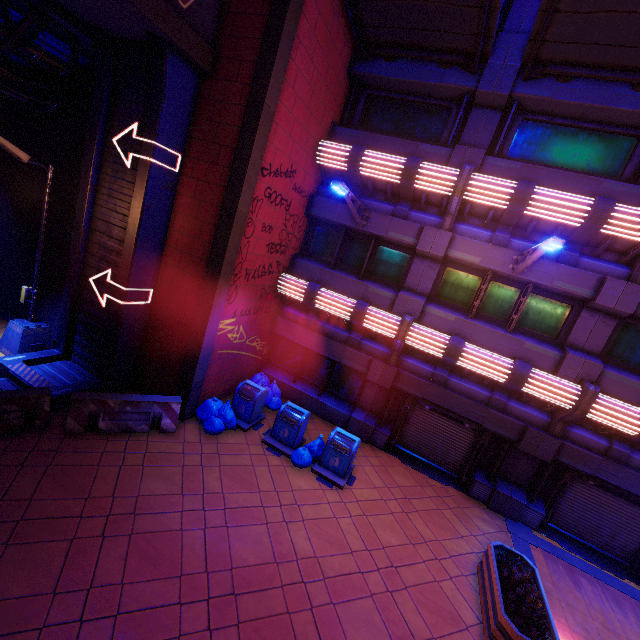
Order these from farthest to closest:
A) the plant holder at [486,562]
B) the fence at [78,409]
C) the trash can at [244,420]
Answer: the trash can at [244,420] < the fence at [78,409] < the plant holder at [486,562]

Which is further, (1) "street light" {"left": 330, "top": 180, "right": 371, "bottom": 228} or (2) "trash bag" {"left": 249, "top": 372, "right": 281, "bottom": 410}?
(2) "trash bag" {"left": 249, "top": 372, "right": 281, "bottom": 410}

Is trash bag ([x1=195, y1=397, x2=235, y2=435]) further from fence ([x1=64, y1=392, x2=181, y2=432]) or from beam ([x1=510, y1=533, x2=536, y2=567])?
beam ([x1=510, y1=533, x2=536, y2=567])

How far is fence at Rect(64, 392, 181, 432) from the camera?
7.7 meters

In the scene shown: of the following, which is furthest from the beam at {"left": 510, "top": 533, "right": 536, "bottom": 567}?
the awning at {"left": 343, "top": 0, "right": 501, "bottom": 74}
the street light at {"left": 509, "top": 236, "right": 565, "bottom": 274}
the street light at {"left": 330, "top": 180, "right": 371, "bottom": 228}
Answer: the awning at {"left": 343, "top": 0, "right": 501, "bottom": 74}

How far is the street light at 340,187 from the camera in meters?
8.0 m

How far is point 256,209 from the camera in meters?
9.0

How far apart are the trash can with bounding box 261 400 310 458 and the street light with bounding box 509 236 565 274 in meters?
7.3
